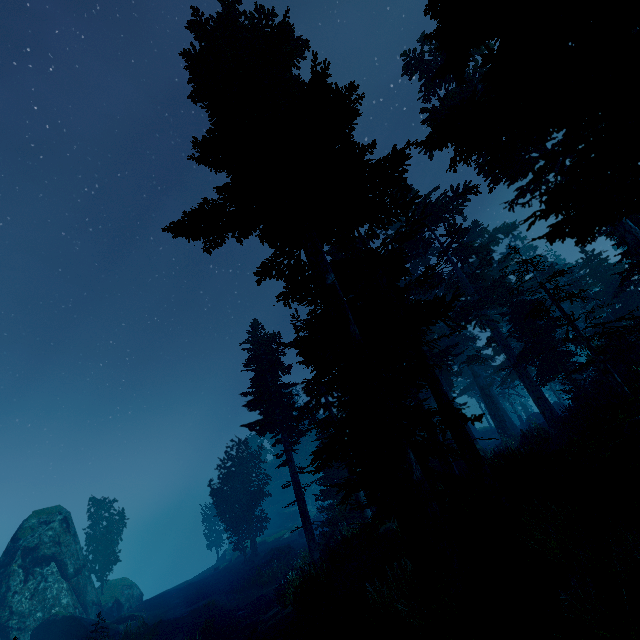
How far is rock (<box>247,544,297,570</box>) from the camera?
32.6 meters

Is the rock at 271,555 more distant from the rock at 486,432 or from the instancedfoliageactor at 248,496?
the rock at 486,432

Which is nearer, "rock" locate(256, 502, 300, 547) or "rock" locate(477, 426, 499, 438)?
"rock" locate(477, 426, 499, 438)

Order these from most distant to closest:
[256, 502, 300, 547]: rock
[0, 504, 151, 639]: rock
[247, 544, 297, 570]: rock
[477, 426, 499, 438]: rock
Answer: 1. [256, 502, 300, 547]: rock
2. [477, 426, 499, 438]: rock
3. [247, 544, 297, 570]: rock
4. [0, 504, 151, 639]: rock

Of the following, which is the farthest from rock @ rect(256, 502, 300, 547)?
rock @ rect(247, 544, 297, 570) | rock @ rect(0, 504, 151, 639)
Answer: rock @ rect(0, 504, 151, 639)

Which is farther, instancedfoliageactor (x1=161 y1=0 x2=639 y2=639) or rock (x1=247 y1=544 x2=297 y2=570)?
rock (x1=247 y1=544 x2=297 y2=570)

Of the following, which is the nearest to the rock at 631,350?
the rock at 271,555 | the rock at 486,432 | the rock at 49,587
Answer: the rock at 486,432

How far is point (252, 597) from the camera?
23.5m
